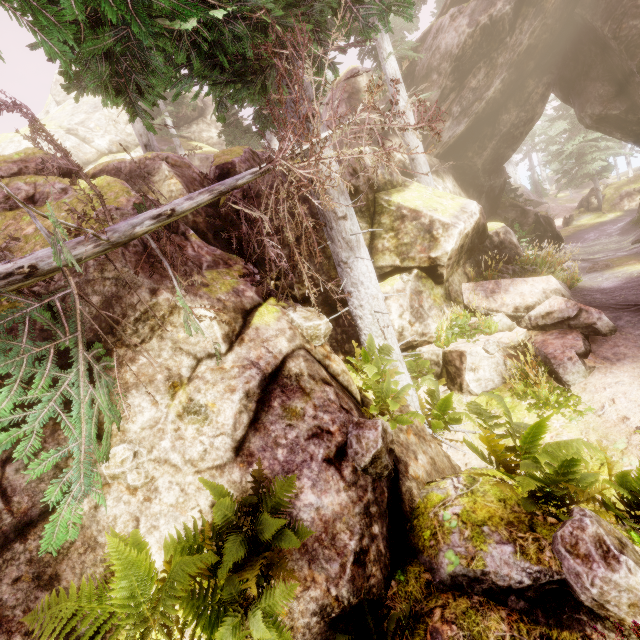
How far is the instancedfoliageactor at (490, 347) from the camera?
7.71m

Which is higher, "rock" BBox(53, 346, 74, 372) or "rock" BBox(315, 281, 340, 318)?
"rock" BBox(53, 346, 74, 372)

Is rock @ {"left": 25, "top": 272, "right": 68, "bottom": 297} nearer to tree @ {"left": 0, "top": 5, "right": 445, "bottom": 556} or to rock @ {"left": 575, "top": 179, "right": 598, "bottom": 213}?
tree @ {"left": 0, "top": 5, "right": 445, "bottom": 556}

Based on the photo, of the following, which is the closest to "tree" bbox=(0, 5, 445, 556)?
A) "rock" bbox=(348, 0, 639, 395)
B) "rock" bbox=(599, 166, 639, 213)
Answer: "rock" bbox=(348, 0, 639, 395)

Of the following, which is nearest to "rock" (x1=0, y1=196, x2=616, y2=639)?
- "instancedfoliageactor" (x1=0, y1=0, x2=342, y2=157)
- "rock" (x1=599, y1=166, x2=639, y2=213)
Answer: "instancedfoliageactor" (x1=0, y1=0, x2=342, y2=157)

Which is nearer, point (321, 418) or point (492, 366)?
point (321, 418)

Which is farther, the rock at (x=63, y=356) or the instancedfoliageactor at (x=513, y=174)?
the instancedfoliageactor at (x=513, y=174)

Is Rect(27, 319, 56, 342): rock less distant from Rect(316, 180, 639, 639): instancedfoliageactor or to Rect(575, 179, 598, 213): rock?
Rect(316, 180, 639, 639): instancedfoliageactor
